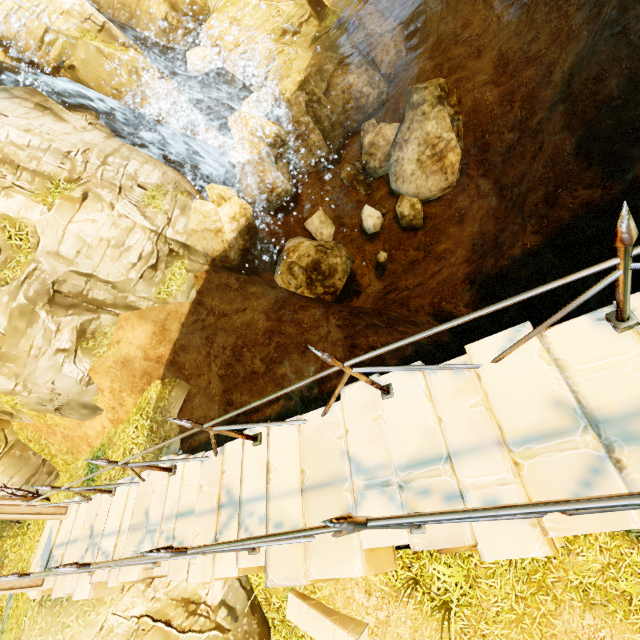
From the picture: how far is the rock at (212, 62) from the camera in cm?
1638

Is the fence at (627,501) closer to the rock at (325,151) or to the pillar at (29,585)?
the pillar at (29,585)

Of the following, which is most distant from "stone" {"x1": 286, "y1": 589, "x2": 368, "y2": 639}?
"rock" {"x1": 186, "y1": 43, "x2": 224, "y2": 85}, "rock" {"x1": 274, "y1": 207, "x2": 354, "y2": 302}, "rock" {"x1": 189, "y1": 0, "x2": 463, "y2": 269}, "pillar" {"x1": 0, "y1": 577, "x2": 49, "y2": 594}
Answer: "rock" {"x1": 186, "y1": 43, "x2": 224, "y2": 85}

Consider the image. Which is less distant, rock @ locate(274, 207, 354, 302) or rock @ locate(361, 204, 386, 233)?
rock @ locate(274, 207, 354, 302)

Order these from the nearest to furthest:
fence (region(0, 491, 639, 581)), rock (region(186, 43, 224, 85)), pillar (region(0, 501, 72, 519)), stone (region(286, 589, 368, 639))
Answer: fence (region(0, 491, 639, 581)) → stone (region(286, 589, 368, 639)) → pillar (region(0, 501, 72, 519)) → rock (region(186, 43, 224, 85))

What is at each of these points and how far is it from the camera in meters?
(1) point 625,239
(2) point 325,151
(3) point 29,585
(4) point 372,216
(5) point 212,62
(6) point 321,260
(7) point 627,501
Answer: (1) fence, 1.9
(2) rock, 15.5
(3) pillar, 6.8
(4) rock, 14.4
(5) rock, 16.5
(6) rock, 13.3
(7) fence, 1.6

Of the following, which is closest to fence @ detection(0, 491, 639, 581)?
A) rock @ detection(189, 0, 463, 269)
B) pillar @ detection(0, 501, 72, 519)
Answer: pillar @ detection(0, 501, 72, 519)

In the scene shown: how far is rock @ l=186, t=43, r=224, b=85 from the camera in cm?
1638
